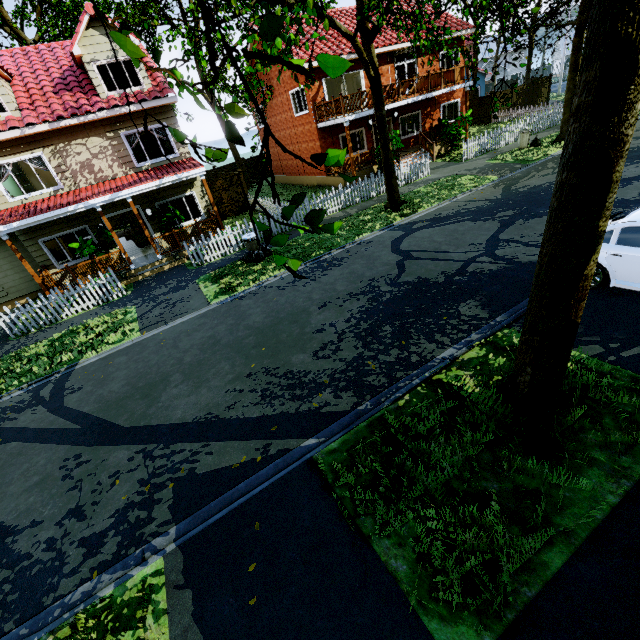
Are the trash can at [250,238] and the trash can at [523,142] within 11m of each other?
no

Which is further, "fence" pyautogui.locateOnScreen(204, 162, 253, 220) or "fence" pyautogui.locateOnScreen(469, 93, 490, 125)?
"fence" pyautogui.locateOnScreen(469, 93, 490, 125)

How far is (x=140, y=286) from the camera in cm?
1348

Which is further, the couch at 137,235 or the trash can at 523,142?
the trash can at 523,142

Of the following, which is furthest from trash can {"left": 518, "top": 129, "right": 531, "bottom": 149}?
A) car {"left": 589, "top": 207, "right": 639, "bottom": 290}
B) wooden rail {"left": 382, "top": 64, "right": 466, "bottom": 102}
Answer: car {"left": 589, "top": 207, "right": 639, "bottom": 290}

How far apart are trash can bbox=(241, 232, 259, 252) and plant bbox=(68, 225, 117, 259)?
6.0 meters

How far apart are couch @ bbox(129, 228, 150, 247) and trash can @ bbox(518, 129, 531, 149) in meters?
21.5 m

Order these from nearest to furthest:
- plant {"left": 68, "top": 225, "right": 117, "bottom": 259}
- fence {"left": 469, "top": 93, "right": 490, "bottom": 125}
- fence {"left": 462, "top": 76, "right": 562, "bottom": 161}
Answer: plant {"left": 68, "top": 225, "right": 117, "bottom": 259}
fence {"left": 462, "top": 76, "right": 562, "bottom": 161}
fence {"left": 469, "top": 93, "right": 490, "bottom": 125}
